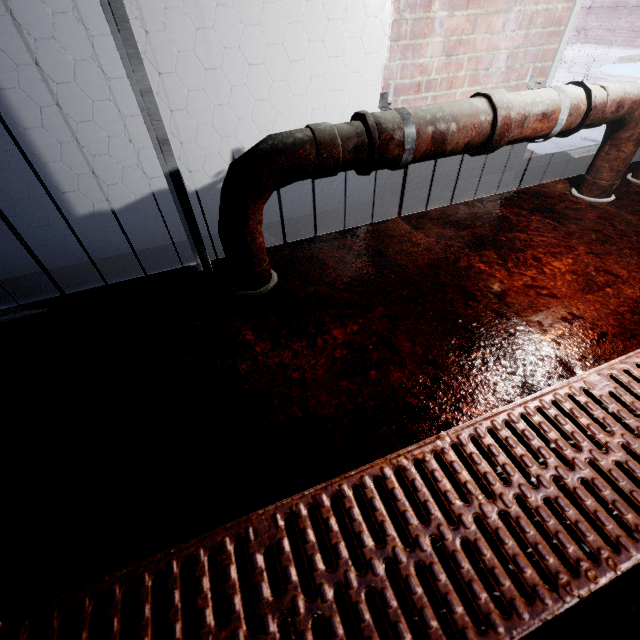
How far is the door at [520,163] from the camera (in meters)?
2.14

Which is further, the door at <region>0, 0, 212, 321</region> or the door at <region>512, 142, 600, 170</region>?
the door at <region>512, 142, 600, 170</region>

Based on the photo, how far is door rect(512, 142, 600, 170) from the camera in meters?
2.1 m

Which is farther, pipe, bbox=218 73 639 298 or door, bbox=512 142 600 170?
door, bbox=512 142 600 170

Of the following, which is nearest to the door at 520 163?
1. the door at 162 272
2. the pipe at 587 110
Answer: the pipe at 587 110

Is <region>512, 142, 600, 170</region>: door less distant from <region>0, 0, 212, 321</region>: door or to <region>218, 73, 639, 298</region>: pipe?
<region>218, 73, 639, 298</region>: pipe

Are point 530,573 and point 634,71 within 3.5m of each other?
no
